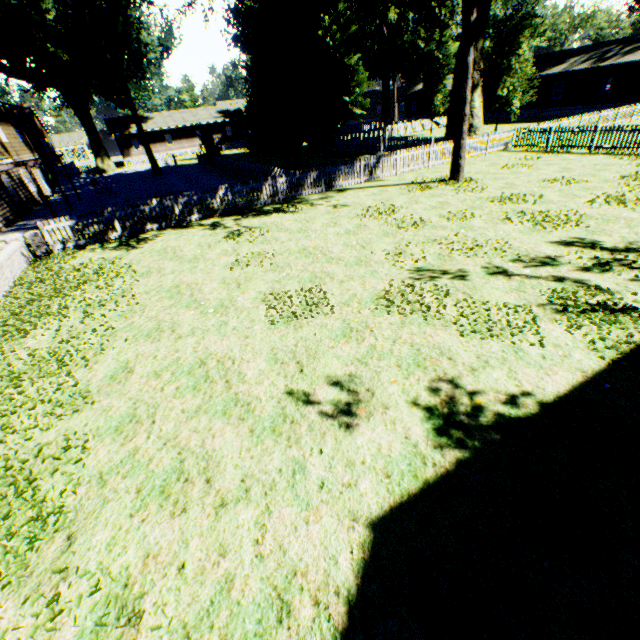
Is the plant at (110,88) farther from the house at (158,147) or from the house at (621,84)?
the house at (158,147)

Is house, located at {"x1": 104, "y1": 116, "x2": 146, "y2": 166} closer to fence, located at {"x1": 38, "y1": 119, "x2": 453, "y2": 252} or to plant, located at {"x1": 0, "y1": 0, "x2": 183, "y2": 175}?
fence, located at {"x1": 38, "y1": 119, "x2": 453, "y2": 252}

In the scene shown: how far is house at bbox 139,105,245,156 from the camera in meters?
51.3 m

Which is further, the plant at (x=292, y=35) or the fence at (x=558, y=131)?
the plant at (x=292, y=35)

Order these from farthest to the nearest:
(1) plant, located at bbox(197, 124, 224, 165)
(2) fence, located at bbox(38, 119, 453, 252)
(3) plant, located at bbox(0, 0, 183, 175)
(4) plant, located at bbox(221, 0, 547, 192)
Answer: (1) plant, located at bbox(197, 124, 224, 165) → (3) plant, located at bbox(0, 0, 183, 175) → (4) plant, located at bbox(221, 0, 547, 192) → (2) fence, located at bbox(38, 119, 453, 252)

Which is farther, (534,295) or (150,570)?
(534,295)

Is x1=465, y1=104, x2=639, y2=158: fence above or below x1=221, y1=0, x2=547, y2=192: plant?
below
